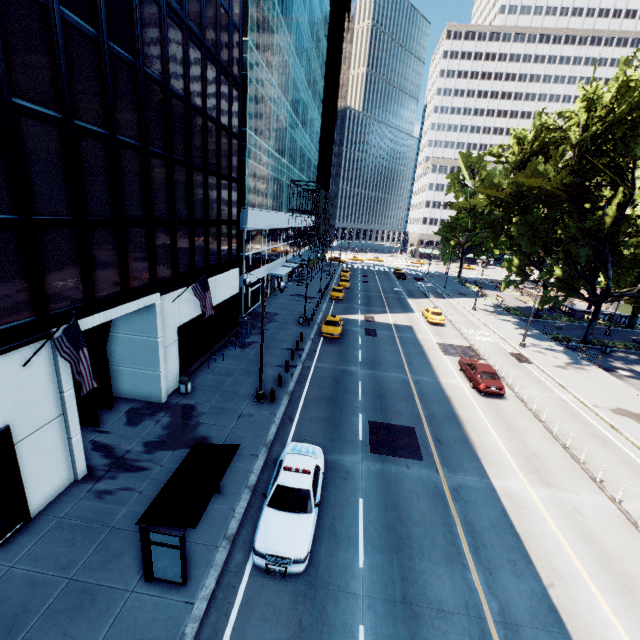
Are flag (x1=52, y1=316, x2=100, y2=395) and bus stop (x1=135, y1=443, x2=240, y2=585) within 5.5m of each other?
yes

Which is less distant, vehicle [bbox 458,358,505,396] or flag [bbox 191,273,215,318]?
flag [bbox 191,273,215,318]

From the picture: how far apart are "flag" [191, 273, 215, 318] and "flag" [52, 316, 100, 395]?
8.0 meters

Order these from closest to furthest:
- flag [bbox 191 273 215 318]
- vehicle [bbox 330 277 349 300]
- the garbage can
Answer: flag [bbox 191 273 215 318] → the garbage can → vehicle [bbox 330 277 349 300]

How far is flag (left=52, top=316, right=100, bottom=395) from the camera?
9.4 meters

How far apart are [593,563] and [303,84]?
60.0 meters

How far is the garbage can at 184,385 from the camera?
18.6 meters

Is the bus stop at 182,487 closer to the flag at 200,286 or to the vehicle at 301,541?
the vehicle at 301,541
